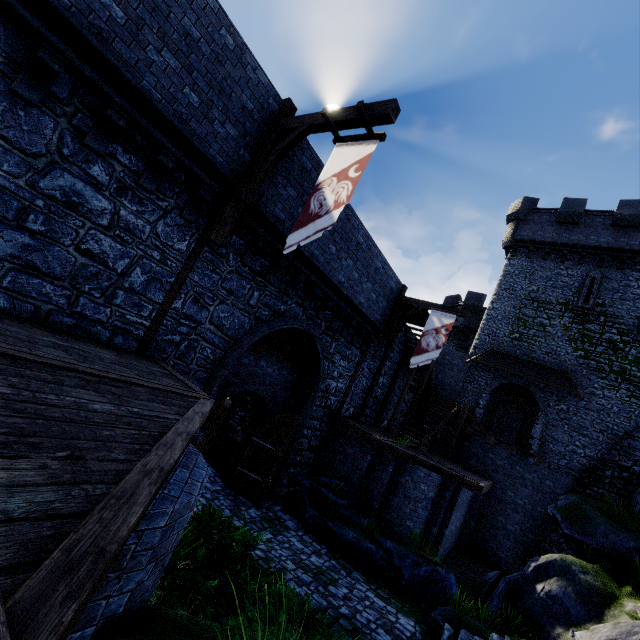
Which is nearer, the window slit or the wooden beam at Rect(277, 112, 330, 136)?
the wooden beam at Rect(277, 112, 330, 136)

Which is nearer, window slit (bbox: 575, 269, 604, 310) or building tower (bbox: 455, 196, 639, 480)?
building tower (bbox: 455, 196, 639, 480)

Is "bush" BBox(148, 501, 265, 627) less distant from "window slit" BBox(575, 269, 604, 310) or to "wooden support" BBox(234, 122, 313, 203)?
"wooden support" BBox(234, 122, 313, 203)

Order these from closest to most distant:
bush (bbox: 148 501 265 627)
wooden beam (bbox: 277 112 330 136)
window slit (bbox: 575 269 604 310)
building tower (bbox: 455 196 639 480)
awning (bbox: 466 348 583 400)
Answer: bush (bbox: 148 501 265 627)
wooden beam (bbox: 277 112 330 136)
building tower (bbox: 455 196 639 480)
awning (bbox: 466 348 583 400)
window slit (bbox: 575 269 604 310)

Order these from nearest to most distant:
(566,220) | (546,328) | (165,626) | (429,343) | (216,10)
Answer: (165,626), (216,10), (429,343), (546,328), (566,220)

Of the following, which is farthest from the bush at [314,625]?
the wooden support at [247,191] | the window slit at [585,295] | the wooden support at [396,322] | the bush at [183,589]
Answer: the window slit at [585,295]

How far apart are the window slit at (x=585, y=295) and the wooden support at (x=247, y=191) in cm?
2130

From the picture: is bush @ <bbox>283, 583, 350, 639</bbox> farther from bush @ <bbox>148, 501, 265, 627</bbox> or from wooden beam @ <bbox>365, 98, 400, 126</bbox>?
wooden beam @ <bbox>365, 98, 400, 126</bbox>
